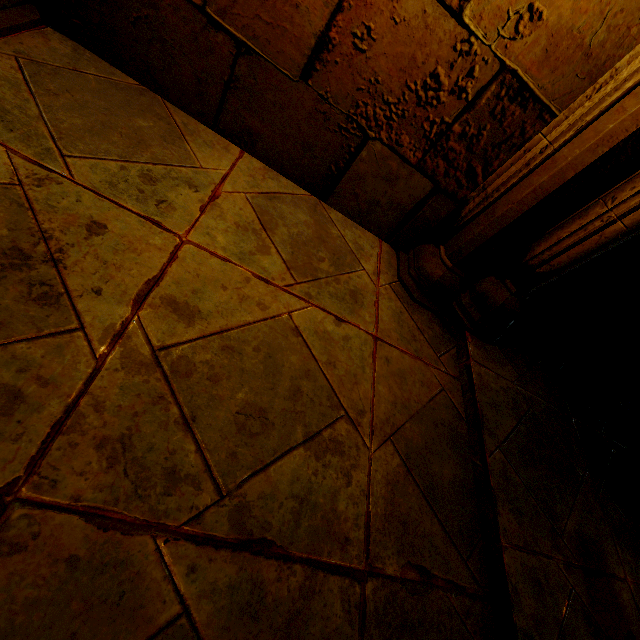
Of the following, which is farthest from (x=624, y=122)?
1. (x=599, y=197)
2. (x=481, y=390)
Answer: (x=481, y=390)
